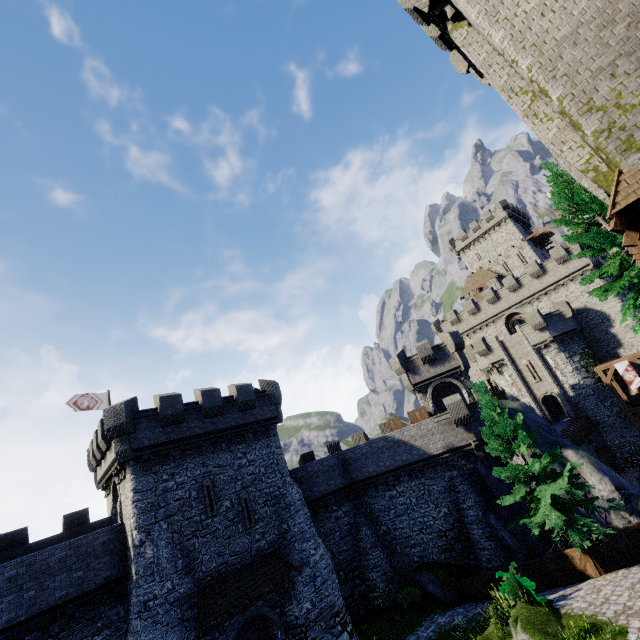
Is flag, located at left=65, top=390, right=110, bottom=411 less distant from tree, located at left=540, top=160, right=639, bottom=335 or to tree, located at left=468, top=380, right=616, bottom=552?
tree, located at left=468, top=380, right=616, bottom=552

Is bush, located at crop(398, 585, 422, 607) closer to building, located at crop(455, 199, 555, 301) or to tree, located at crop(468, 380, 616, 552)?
tree, located at crop(468, 380, 616, 552)

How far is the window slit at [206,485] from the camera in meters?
19.0 m

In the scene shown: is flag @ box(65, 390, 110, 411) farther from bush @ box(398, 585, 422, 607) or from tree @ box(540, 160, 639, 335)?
tree @ box(540, 160, 639, 335)

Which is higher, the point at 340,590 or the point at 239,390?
the point at 239,390

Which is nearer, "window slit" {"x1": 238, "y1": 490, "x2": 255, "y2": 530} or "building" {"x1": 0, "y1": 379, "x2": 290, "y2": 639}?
"building" {"x1": 0, "y1": 379, "x2": 290, "y2": 639}

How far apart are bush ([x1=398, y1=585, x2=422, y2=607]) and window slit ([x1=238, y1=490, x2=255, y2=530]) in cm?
1107

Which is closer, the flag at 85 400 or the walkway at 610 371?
the flag at 85 400
